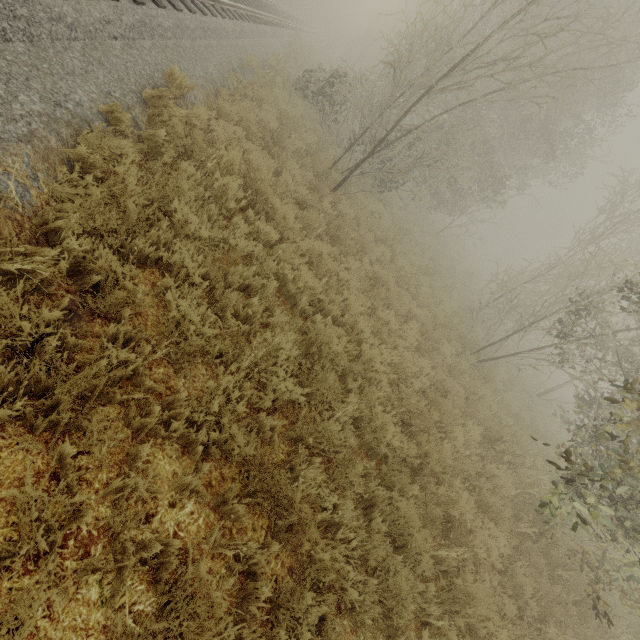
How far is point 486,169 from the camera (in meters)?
18.77
